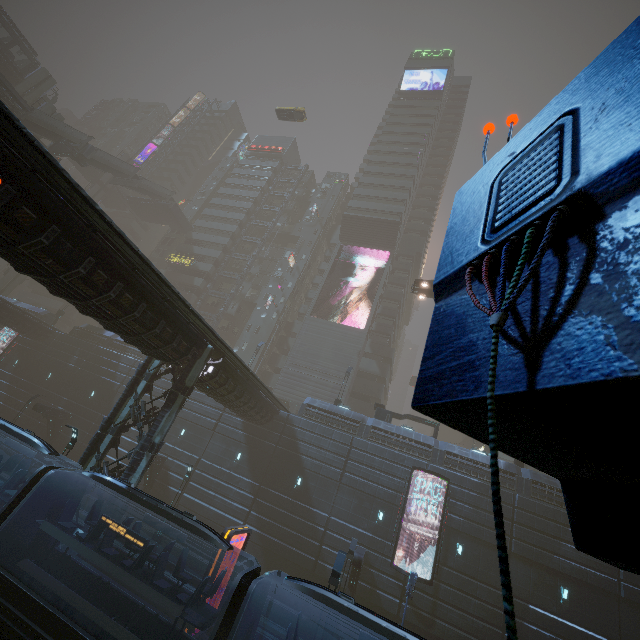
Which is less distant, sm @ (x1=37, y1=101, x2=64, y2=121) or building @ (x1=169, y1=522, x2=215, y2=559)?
building @ (x1=169, y1=522, x2=215, y2=559)

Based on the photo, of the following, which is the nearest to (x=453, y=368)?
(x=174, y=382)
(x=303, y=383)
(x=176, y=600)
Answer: (x=176, y=600)

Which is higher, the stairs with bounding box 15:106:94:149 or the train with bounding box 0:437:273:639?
the stairs with bounding box 15:106:94:149

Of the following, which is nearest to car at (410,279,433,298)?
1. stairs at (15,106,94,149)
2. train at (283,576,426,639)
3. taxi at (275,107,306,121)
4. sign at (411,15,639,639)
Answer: stairs at (15,106,94,149)

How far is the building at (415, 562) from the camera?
21.8 meters

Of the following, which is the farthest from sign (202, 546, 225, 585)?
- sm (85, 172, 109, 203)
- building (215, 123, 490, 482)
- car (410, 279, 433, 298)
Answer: sm (85, 172, 109, 203)

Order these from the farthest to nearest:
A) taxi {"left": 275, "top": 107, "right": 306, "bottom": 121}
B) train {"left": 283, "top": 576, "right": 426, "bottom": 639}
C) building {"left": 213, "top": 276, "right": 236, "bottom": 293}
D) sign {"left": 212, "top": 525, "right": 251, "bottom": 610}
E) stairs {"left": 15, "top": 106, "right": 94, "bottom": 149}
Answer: building {"left": 213, "top": 276, "right": 236, "bottom": 293}
taxi {"left": 275, "top": 107, "right": 306, "bottom": 121}
stairs {"left": 15, "top": 106, "right": 94, "bottom": 149}
sign {"left": 212, "top": 525, "right": 251, "bottom": 610}
train {"left": 283, "top": 576, "right": 426, "bottom": 639}

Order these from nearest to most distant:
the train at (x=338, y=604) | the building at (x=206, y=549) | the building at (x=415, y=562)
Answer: the train at (x=338, y=604) → the building at (x=415, y=562) → the building at (x=206, y=549)
